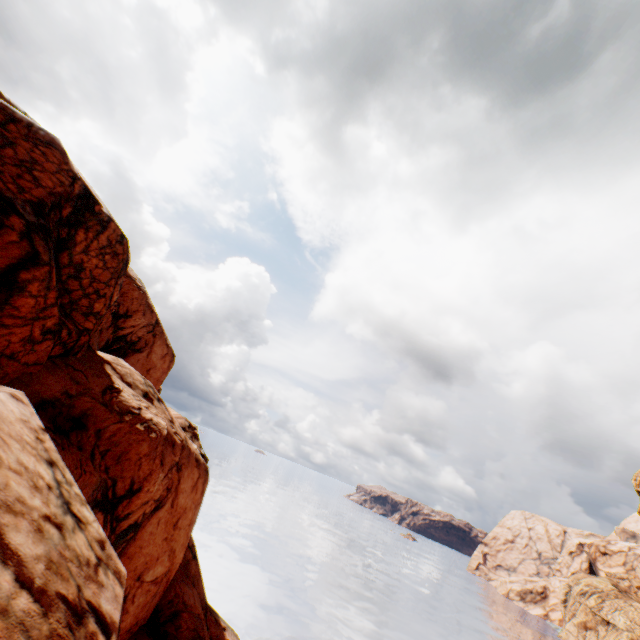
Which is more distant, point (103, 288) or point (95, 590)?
point (103, 288)
